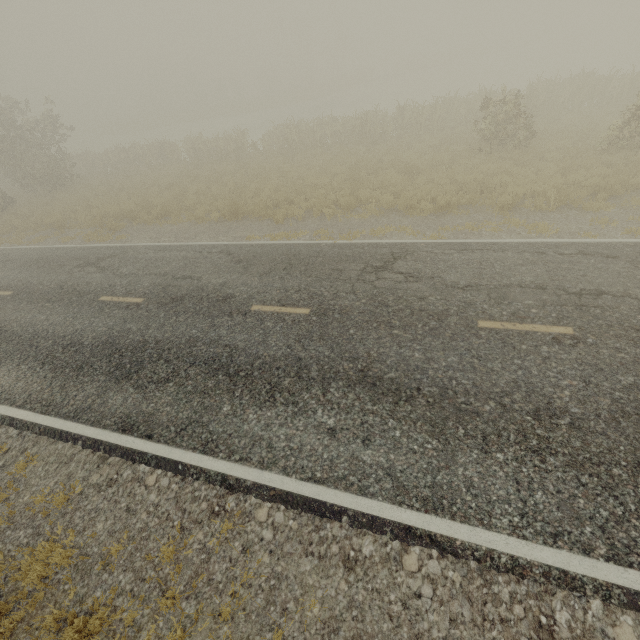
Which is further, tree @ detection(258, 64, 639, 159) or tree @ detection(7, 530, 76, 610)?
tree @ detection(258, 64, 639, 159)

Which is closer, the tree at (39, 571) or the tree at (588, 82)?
the tree at (39, 571)

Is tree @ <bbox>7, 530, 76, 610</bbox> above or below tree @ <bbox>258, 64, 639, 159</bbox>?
below

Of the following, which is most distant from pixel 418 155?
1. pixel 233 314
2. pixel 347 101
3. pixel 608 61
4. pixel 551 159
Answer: pixel 608 61

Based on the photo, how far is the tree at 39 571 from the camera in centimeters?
406cm

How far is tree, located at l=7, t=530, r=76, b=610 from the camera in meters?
4.1
